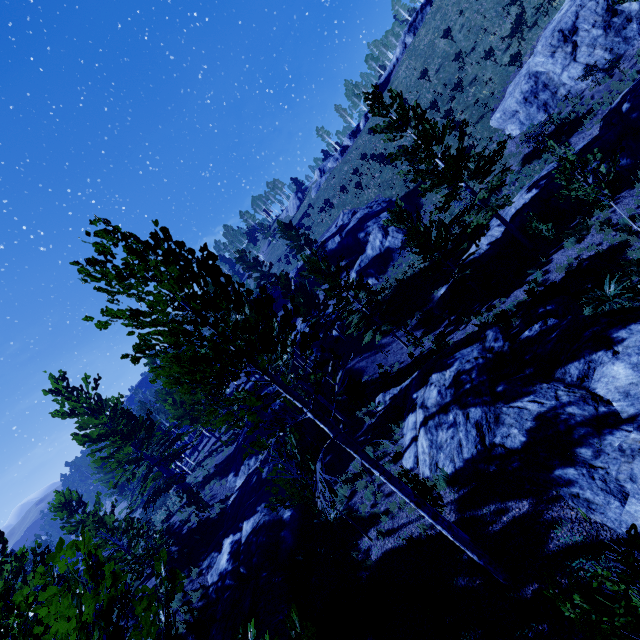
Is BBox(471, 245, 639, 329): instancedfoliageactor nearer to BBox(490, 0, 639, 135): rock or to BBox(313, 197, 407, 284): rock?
BBox(313, 197, 407, 284): rock

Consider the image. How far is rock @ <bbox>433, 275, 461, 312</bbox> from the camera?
21.45m

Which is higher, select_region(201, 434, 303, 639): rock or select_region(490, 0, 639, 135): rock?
select_region(490, 0, 639, 135): rock

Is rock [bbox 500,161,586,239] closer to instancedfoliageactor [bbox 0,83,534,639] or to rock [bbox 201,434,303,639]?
instancedfoliageactor [bbox 0,83,534,639]

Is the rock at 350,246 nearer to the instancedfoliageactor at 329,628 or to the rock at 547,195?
the instancedfoliageactor at 329,628

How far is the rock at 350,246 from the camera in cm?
3184

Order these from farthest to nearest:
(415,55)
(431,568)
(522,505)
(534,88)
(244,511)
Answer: (415,55), (534,88), (244,511), (431,568), (522,505)
